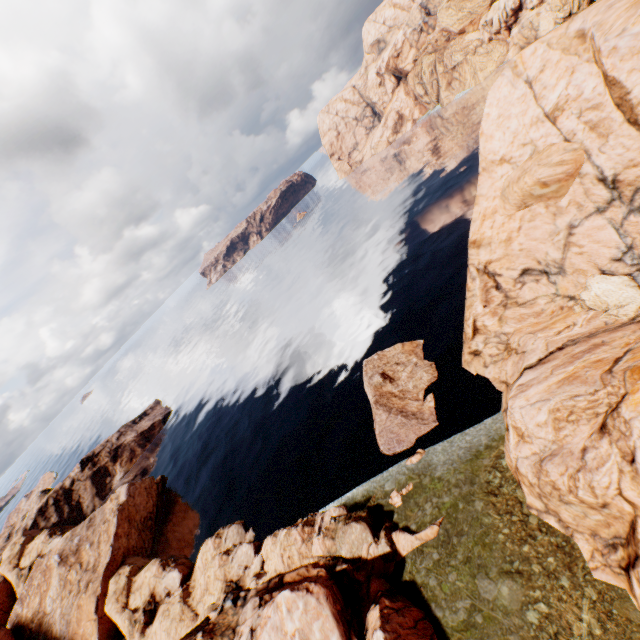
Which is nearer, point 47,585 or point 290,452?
point 290,452

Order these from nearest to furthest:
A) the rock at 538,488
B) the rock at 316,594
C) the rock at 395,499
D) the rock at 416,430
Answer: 1. the rock at 538,488
2. the rock at 316,594
3. the rock at 395,499
4. the rock at 416,430

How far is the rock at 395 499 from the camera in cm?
2603

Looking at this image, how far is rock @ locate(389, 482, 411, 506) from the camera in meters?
26.0

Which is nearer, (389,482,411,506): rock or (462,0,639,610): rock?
(462,0,639,610): rock
